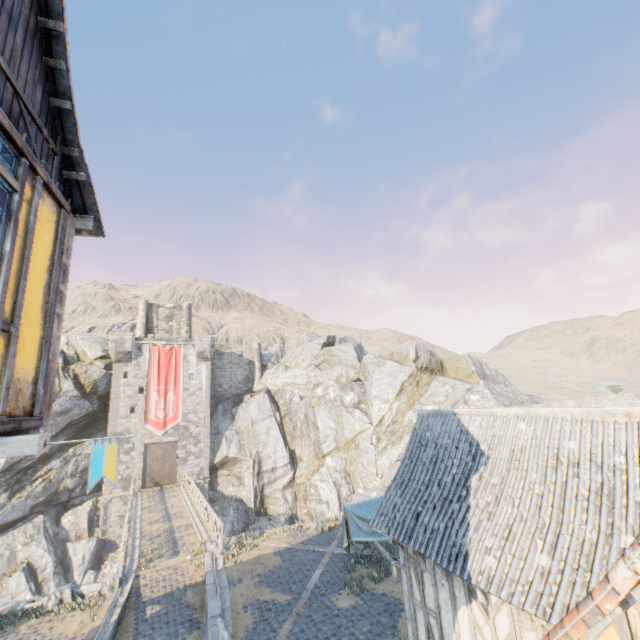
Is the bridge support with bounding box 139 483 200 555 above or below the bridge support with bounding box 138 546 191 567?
above

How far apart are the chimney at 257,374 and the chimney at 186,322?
7.3m

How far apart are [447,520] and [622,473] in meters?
3.6

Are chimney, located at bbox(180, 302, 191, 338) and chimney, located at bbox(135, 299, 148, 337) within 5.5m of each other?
yes

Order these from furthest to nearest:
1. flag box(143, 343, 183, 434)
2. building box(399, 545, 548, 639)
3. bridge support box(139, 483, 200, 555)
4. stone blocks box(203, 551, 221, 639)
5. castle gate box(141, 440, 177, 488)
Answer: flag box(143, 343, 183, 434) → castle gate box(141, 440, 177, 488) → bridge support box(139, 483, 200, 555) → stone blocks box(203, 551, 221, 639) → building box(399, 545, 548, 639)

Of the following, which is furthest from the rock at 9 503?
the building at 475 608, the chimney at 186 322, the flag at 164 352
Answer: the chimney at 186 322

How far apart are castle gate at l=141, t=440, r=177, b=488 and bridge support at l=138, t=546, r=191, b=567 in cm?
1678

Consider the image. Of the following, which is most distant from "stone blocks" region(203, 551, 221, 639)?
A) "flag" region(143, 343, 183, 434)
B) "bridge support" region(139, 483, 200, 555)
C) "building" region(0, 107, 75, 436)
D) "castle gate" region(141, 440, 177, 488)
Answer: "castle gate" region(141, 440, 177, 488)
